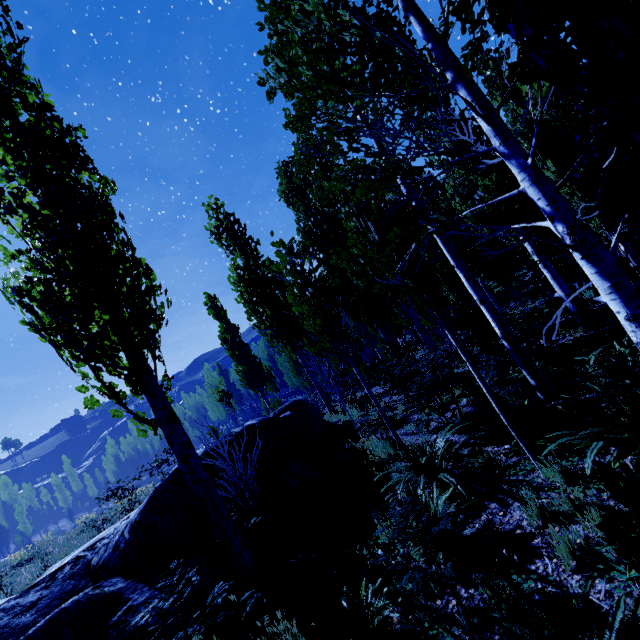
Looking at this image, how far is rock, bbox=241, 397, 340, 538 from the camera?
6.0 meters

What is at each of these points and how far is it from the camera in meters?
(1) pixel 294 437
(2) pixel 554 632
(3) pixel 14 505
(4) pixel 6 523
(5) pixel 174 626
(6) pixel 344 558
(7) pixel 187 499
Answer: (1) rock, 8.1
(2) instancedfoliageactor, 2.0
(3) instancedfoliageactor, 58.8
(4) instancedfoliageactor, 58.9
(5) rock, 4.3
(6) instancedfoliageactor, 4.3
(7) rock, 5.8

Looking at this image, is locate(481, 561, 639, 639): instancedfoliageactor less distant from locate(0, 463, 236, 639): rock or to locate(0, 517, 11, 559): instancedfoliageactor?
locate(0, 517, 11, 559): instancedfoliageactor

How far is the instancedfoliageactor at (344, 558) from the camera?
4.20m

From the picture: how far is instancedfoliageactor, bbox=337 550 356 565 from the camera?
4.2 meters

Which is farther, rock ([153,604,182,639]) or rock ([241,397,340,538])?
rock ([241,397,340,538])

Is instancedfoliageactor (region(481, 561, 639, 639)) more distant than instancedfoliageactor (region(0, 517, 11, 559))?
No

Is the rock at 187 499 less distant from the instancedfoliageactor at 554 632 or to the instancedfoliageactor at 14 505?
the instancedfoliageactor at 14 505
